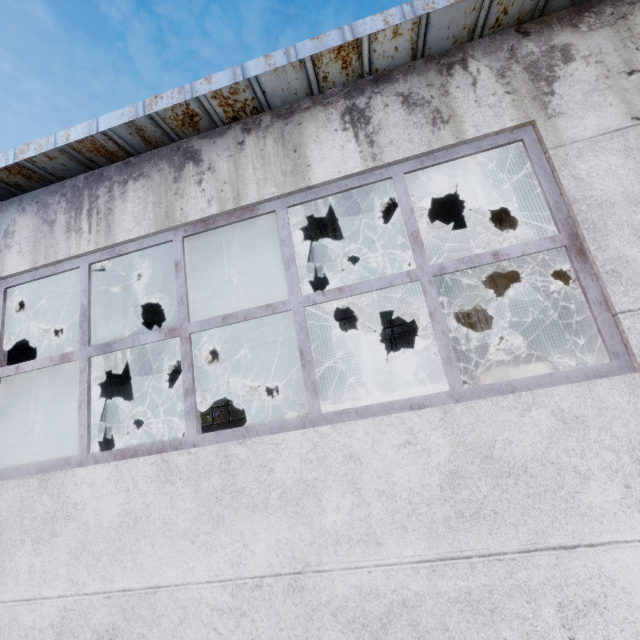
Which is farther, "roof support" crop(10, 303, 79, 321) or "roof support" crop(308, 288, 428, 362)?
"roof support" crop(308, 288, 428, 362)

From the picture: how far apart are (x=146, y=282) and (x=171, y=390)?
15.0 meters

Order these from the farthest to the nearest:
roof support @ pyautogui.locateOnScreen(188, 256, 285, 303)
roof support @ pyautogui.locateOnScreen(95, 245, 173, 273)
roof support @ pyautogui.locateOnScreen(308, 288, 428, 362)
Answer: roof support @ pyautogui.locateOnScreen(308, 288, 428, 362), roof support @ pyautogui.locateOnScreen(188, 256, 285, 303), roof support @ pyautogui.locateOnScreen(95, 245, 173, 273)

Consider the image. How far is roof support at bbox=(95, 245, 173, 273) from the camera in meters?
5.0

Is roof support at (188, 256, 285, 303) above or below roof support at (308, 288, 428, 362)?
above

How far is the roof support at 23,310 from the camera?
6.7m
